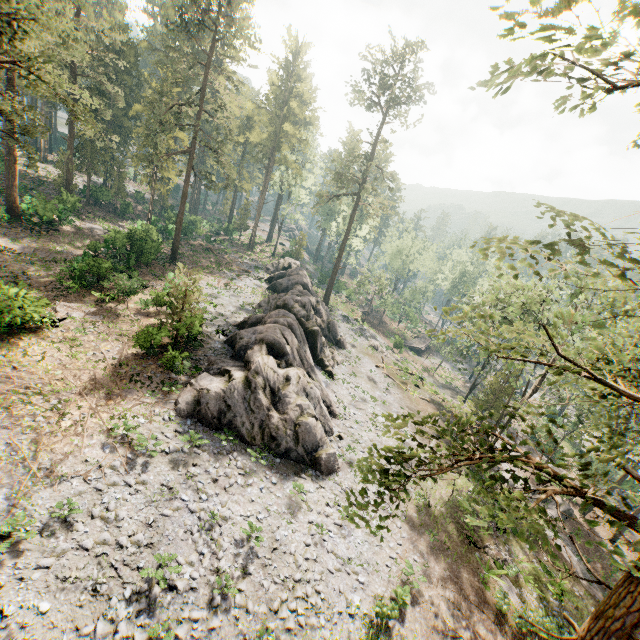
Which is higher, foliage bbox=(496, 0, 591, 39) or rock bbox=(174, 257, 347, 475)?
foliage bbox=(496, 0, 591, 39)

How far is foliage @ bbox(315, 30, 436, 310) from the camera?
38.3m

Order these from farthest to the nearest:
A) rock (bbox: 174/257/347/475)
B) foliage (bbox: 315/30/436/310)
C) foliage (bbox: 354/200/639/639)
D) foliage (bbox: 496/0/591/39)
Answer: foliage (bbox: 315/30/436/310) → rock (bbox: 174/257/347/475) → foliage (bbox: 354/200/639/639) → foliage (bbox: 496/0/591/39)

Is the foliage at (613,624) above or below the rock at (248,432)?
above

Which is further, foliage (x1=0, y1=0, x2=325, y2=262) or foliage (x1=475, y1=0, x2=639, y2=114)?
foliage (x1=0, y1=0, x2=325, y2=262)

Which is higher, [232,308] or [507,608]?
[232,308]

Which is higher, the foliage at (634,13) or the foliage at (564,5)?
the foliage at (634,13)
